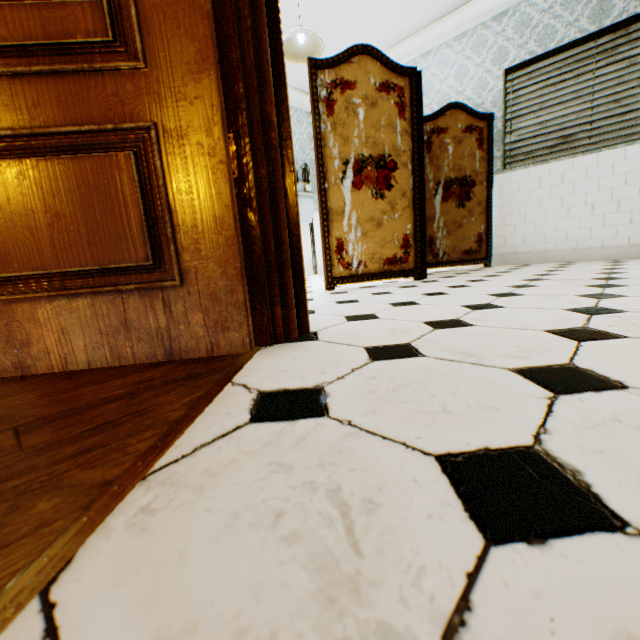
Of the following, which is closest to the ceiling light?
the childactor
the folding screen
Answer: the folding screen

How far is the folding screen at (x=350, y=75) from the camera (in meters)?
2.70

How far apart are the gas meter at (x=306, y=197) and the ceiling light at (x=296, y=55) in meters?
1.8

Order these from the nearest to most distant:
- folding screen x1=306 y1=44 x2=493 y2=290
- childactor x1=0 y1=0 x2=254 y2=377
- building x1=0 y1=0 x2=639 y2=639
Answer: building x1=0 y1=0 x2=639 y2=639 < childactor x1=0 y1=0 x2=254 y2=377 < folding screen x1=306 y1=44 x2=493 y2=290

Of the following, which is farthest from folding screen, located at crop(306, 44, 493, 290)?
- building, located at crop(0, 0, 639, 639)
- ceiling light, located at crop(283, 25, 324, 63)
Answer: ceiling light, located at crop(283, 25, 324, 63)

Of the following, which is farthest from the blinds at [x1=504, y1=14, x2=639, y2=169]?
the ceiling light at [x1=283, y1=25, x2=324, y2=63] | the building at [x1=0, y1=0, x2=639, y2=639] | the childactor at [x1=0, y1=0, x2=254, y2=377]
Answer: the childactor at [x1=0, y1=0, x2=254, y2=377]

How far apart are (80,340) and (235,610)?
1.1m

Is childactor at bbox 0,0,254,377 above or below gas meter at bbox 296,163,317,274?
below
